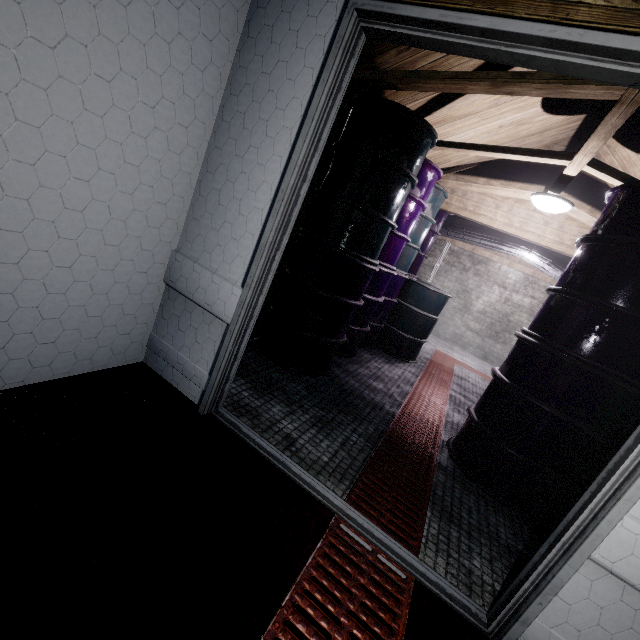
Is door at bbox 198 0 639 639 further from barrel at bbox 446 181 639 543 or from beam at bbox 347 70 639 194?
barrel at bbox 446 181 639 543

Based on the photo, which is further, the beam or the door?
the beam

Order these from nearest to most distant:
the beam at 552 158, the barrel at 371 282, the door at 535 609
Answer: the door at 535 609 → the beam at 552 158 → the barrel at 371 282

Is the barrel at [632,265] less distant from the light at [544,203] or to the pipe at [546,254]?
the light at [544,203]

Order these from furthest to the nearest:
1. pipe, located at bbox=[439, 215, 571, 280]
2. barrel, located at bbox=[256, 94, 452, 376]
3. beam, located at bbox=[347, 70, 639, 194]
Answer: pipe, located at bbox=[439, 215, 571, 280], barrel, located at bbox=[256, 94, 452, 376], beam, located at bbox=[347, 70, 639, 194]

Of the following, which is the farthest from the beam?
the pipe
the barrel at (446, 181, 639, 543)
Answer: the pipe

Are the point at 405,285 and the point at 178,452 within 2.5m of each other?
no

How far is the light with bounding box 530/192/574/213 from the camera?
2.7 meters
